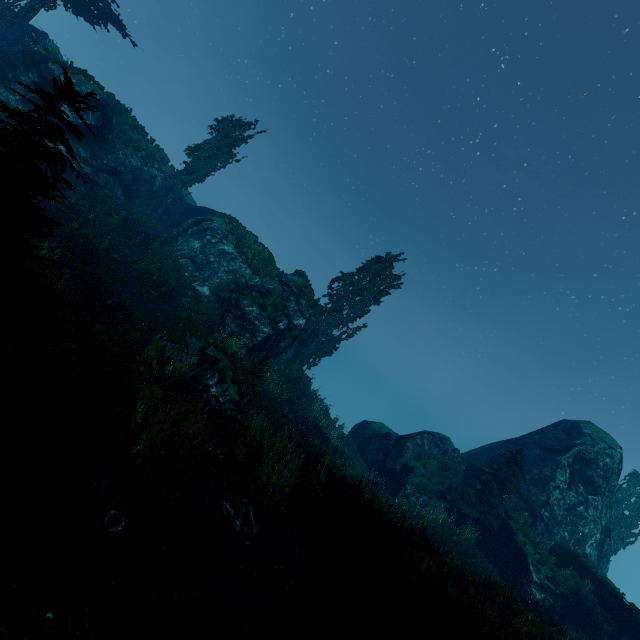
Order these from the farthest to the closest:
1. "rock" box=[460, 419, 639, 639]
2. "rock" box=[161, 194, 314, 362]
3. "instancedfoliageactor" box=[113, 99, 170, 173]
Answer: "instancedfoliageactor" box=[113, 99, 170, 173] < "rock" box=[161, 194, 314, 362] < "rock" box=[460, 419, 639, 639]

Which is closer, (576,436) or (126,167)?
(126,167)

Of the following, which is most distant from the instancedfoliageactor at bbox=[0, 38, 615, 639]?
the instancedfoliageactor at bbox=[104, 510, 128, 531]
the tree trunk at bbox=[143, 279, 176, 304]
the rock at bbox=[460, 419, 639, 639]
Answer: → the tree trunk at bbox=[143, 279, 176, 304]

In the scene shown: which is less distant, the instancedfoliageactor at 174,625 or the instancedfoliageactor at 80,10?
the instancedfoliageactor at 174,625

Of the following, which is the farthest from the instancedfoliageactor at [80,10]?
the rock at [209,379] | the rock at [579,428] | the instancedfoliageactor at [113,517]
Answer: the rock at [209,379]

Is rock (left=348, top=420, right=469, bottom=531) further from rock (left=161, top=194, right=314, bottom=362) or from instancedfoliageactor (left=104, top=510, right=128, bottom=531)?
instancedfoliageactor (left=104, top=510, right=128, bottom=531)

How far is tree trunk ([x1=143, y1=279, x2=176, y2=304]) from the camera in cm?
1731

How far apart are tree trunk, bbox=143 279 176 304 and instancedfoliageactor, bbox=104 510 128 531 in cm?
1343
